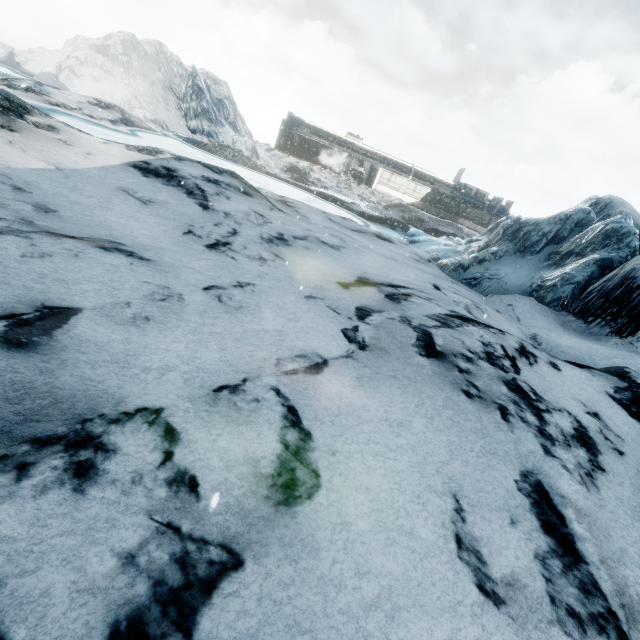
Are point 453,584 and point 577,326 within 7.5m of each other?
no
